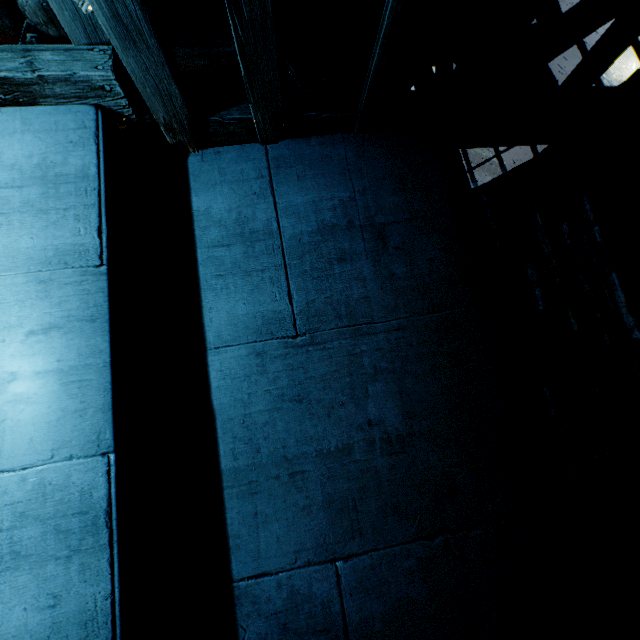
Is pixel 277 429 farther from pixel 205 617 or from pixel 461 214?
pixel 461 214
